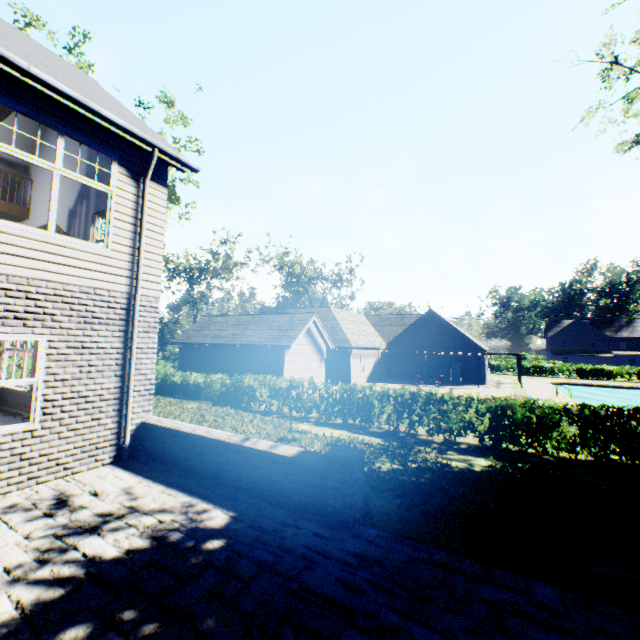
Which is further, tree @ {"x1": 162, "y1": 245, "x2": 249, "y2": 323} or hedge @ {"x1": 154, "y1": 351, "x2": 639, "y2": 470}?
tree @ {"x1": 162, "y1": 245, "x2": 249, "y2": 323}

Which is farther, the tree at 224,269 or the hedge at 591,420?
the tree at 224,269

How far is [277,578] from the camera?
3.5m

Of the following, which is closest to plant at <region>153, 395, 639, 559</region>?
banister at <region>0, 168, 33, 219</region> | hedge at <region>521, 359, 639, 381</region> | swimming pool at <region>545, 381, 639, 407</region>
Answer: hedge at <region>521, 359, 639, 381</region>

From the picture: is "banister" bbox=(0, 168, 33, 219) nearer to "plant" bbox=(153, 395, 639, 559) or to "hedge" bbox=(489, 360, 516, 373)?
"plant" bbox=(153, 395, 639, 559)

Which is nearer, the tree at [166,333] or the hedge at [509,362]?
the tree at [166,333]

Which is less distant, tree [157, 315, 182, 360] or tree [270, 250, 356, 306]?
tree [157, 315, 182, 360]

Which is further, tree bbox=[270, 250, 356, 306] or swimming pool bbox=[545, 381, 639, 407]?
tree bbox=[270, 250, 356, 306]
